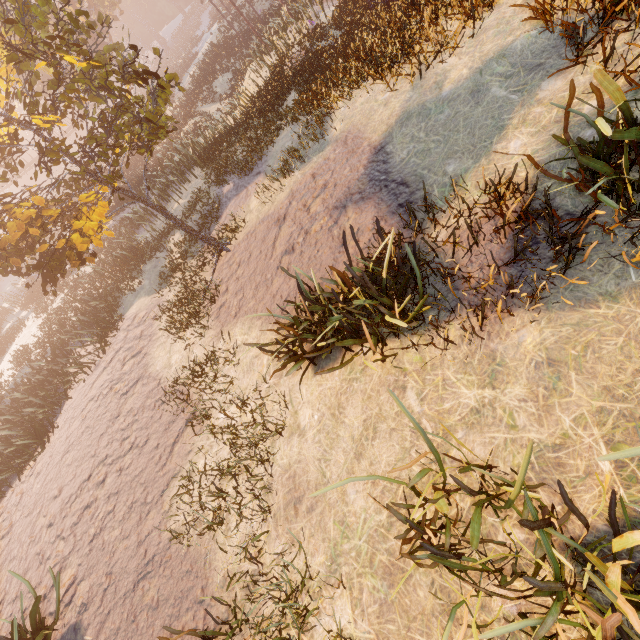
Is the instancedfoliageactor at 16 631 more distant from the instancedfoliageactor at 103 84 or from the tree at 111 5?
the tree at 111 5

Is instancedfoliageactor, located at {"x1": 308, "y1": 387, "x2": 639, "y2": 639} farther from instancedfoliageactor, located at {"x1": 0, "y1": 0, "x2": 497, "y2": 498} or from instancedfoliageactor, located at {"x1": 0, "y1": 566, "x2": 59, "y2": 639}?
instancedfoliageactor, located at {"x1": 0, "y1": 566, "x2": 59, "y2": 639}

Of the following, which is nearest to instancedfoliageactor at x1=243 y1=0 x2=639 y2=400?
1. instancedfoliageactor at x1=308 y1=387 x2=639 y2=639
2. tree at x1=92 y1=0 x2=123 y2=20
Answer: instancedfoliageactor at x1=308 y1=387 x2=639 y2=639

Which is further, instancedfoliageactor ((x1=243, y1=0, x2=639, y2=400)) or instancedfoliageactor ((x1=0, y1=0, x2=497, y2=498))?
instancedfoliageactor ((x1=0, y1=0, x2=497, y2=498))

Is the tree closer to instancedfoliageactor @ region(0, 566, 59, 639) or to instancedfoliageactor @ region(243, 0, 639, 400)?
instancedfoliageactor @ region(243, 0, 639, 400)

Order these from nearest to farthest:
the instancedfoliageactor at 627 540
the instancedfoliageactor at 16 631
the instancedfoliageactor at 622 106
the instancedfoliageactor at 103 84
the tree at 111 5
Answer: the instancedfoliageactor at 627 540 → the instancedfoliageactor at 622 106 → the instancedfoliageactor at 16 631 → the instancedfoliageactor at 103 84 → the tree at 111 5

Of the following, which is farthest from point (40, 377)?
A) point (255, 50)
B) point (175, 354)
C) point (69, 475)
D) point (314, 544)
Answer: point (255, 50)
